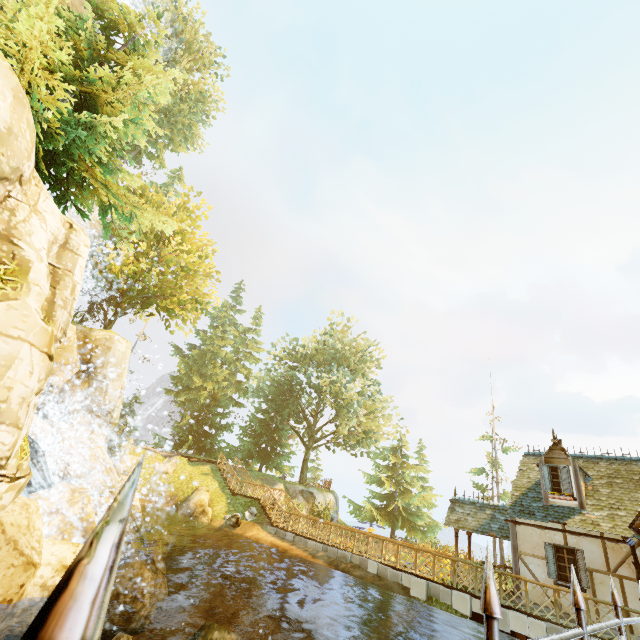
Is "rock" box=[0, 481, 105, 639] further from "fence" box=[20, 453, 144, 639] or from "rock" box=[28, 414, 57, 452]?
"fence" box=[20, 453, 144, 639]

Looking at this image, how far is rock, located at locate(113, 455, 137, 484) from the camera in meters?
22.7 m

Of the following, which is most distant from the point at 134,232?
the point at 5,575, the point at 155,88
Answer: the point at 5,575

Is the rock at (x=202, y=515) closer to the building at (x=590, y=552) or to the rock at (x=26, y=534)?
the rock at (x=26, y=534)

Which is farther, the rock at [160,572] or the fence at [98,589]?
the rock at [160,572]

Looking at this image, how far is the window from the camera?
11.8m

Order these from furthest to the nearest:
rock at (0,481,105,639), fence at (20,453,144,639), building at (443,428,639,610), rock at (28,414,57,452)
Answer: rock at (28,414,57,452), building at (443,428,639,610), rock at (0,481,105,639), fence at (20,453,144,639)

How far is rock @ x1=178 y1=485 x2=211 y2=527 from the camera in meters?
21.4 m
